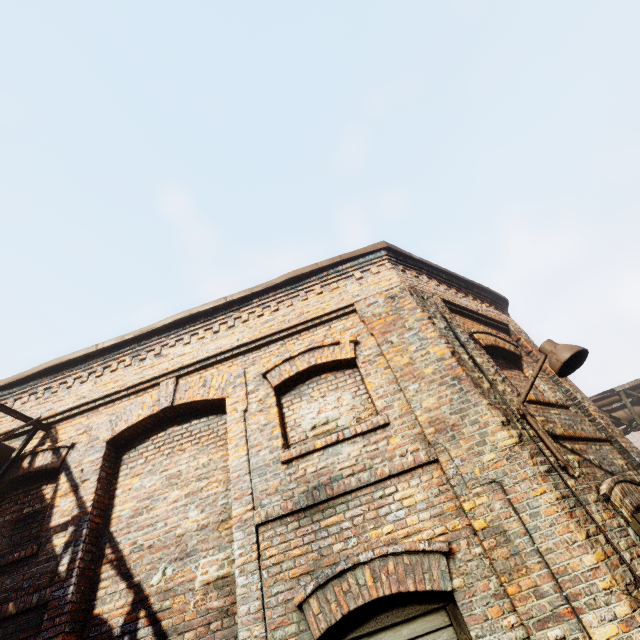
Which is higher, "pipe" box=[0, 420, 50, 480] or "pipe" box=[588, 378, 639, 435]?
"pipe" box=[0, 420, 50, 480]

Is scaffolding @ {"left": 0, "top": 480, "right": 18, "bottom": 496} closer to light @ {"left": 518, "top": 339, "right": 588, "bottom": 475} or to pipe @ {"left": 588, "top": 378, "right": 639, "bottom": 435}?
light @ {"left": 518, "top": 339, "right": 588, "bottom": 475}

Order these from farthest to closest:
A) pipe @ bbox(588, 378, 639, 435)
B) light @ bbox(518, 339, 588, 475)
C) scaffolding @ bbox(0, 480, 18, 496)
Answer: pipe @ bbox(588, 378, 639, 435), scaffolding @ bbox(0, 480, 18, 496), light @ bbox(518, 339, 588, 475)

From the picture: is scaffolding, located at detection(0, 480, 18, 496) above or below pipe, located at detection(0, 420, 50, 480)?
below

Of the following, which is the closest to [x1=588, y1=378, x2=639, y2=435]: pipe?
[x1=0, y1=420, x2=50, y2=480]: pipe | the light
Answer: the light

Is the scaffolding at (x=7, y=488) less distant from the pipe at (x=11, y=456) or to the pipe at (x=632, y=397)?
the pipe at (x=11, y=456)

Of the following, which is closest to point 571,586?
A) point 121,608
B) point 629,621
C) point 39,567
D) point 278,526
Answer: point 629,621

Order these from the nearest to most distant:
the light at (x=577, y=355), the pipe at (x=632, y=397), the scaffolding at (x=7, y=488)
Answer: the light at (x=577, y=355), the scaffolding at (x=7, y=488), the pipe at (x=632, y=397)
